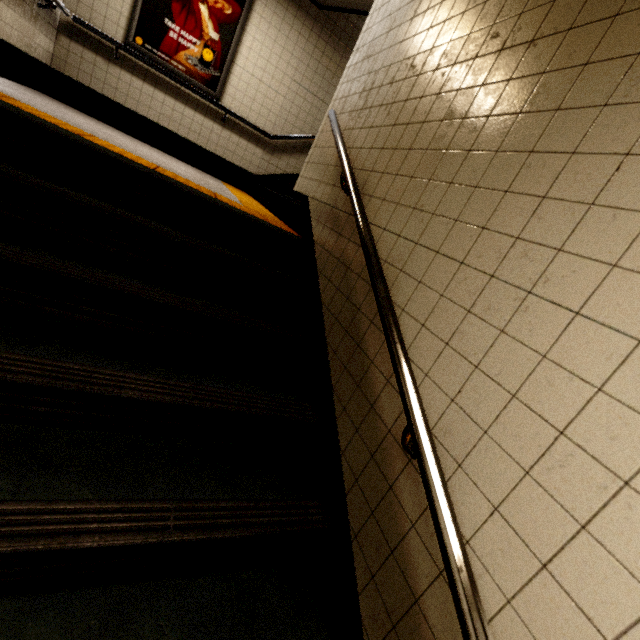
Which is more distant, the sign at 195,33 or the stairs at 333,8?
the stairs at 333,8

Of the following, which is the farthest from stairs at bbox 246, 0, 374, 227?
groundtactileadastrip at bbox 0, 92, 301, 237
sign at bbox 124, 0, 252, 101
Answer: sign at bbox 124, 0, 252, 101

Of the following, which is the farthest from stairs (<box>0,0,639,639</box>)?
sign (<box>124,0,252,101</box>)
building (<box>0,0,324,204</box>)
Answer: sign (<box>124,0,252,101</box>)

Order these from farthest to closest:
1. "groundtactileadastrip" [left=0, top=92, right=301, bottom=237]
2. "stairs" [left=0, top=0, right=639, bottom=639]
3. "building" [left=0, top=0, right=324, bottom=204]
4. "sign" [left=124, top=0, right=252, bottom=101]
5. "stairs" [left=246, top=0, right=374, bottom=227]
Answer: "stairs" [left=246, top=0, right=374, bottom=227] < "sign" [left=124, top=0, right=252, bottom=101] < "building" [left=0, top=0, right=324, bottom=204] < "groundtactileadastrip" [left=0, top=92, right=301, bottom=237] < "stairs" [left=0, top=0, right=639, bottom=639]

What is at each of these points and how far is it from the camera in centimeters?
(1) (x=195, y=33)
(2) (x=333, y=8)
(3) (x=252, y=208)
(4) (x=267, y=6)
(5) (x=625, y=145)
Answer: (1) sign, 454cm
(2) stairs, 496cm
(3) groundtactileadastrip, 336cm
(4) building, 469cm
(5) stairs, 89cm

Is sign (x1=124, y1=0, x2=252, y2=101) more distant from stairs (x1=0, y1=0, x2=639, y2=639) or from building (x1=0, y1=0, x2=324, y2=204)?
stairs (x1=0, y1=0, x2=639, y2=639)

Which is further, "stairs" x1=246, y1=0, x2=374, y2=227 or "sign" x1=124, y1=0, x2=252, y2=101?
"stairs" x1=246, y1=0, x2=374, y2=227

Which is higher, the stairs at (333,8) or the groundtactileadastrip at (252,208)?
the stairs at (333,8)
